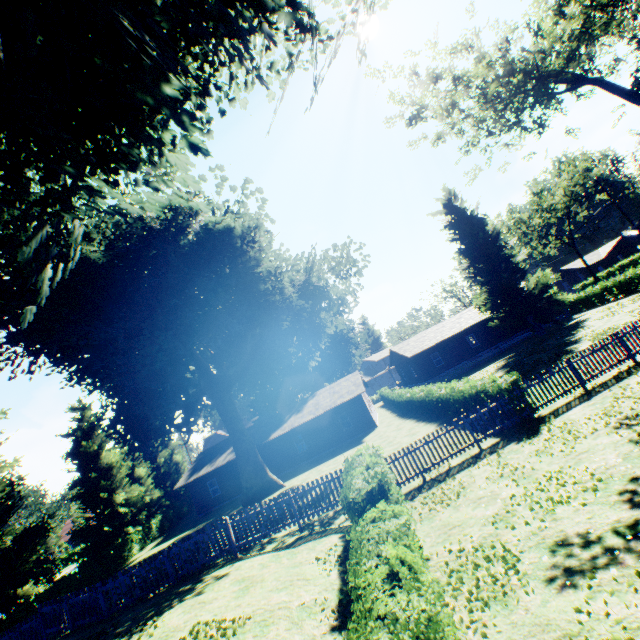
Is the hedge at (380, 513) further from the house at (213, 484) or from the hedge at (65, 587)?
the house at (213, 484)

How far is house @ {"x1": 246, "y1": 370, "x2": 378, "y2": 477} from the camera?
31.0m

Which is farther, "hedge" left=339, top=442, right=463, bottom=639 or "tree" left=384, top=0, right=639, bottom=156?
"tree" left=384, top=0, right=639, bottom=156

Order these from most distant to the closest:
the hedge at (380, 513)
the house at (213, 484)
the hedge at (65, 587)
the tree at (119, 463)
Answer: the house at (213, 484)
the tree at (119, 463)
the hedge at (65, 587)
the hedge at (380, 513)

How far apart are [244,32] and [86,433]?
40.24m

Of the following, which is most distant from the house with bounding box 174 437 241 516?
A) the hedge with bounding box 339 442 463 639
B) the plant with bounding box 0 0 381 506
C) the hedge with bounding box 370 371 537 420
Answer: the hedge with bounding box 339 442 463 639

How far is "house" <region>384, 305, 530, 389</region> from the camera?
38.1m

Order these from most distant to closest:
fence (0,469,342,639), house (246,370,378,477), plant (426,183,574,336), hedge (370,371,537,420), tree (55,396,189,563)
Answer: plant (426,183,574,336) < house (246,370,378,477) < tree (55,396,189,563) < hedge (370,371,537,420) < fence (0,469,342,639)
